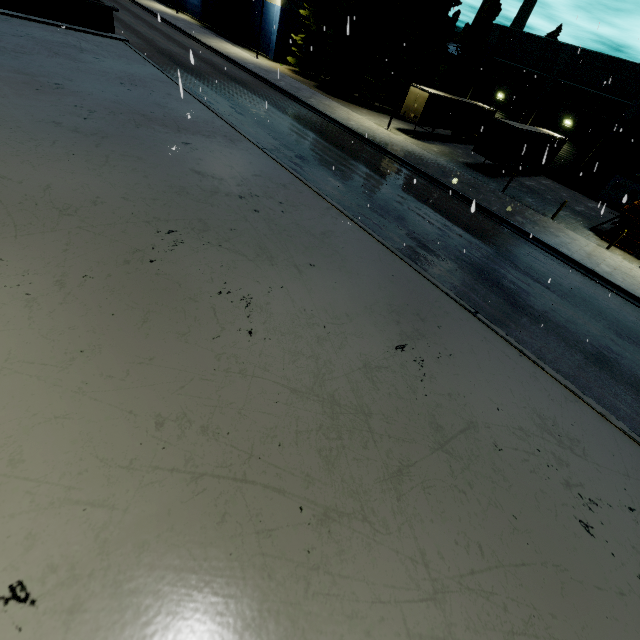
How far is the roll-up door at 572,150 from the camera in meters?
32.1

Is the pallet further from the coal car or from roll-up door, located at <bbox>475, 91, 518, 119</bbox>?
the coal car

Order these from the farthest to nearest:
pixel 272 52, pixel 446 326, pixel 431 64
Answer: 1. pixel 272 52
2. pixel 431 64
3. pixel 446 326

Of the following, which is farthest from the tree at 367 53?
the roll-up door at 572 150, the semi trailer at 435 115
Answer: the roll-up door at 572 150

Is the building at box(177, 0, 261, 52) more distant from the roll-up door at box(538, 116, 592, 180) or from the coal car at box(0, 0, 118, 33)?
the coal car at box(0, 0, 118, 33)

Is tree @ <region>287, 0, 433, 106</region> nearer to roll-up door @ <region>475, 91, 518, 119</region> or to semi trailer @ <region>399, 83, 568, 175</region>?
roll-up door @ <region>475, 91, 518, 119</region>

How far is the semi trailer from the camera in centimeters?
2498cm

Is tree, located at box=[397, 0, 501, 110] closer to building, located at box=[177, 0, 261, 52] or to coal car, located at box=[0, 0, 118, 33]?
building, located at box=[177, 0, 261, 52]
